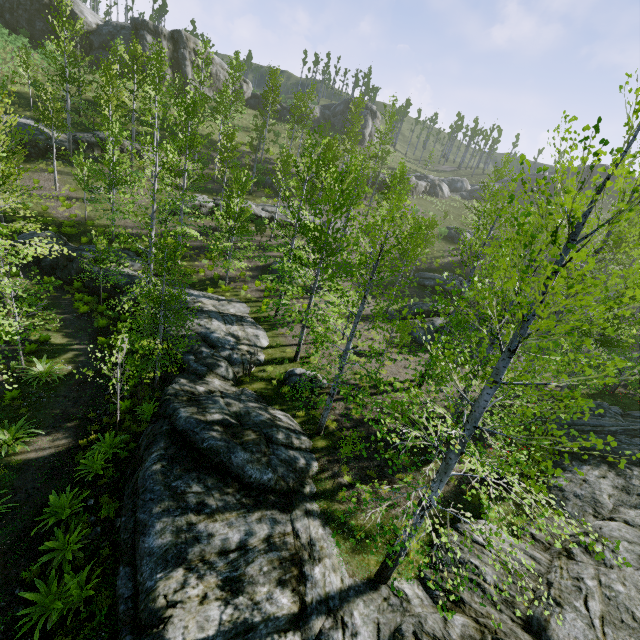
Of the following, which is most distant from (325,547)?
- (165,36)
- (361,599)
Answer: (165,36)

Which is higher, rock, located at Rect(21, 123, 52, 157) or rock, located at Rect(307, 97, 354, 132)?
rock, located at Rect(307, 97, 354, 132)

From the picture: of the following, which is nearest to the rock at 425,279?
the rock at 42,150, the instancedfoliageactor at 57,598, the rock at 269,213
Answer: the rock at 269,213

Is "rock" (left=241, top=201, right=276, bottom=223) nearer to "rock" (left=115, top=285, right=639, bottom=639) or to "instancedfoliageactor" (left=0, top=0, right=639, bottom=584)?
→ "instancedfoliageactor" (left=0, top=0, right=639, bottom=584)

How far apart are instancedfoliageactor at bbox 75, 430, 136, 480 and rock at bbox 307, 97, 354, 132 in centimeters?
5565cm

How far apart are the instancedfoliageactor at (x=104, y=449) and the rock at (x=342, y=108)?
55.6m

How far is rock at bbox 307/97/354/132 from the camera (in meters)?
53.62

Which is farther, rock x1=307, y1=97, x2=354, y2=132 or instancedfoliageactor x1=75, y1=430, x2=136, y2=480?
rock x1=307, y1=97, x2=354, y2=132
